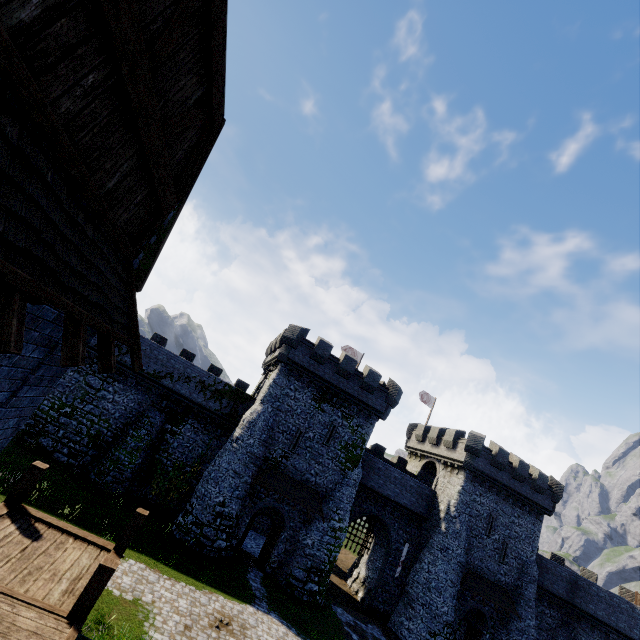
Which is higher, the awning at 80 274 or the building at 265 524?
the awning at 80 274

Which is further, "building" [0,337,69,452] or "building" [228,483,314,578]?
"building" [228,483,314,578]

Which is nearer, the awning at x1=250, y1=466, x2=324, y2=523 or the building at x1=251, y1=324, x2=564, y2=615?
the awning at x1=250, y1=466, x2=324, y2=523

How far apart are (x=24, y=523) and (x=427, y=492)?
31.2 meters

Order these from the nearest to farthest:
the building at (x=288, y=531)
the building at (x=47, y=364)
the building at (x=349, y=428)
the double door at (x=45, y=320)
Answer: the double door at (x=45, y=320) → the building at (x=47, y=364) → the building at (x=288, y=531) → the building at (x=349, y=428)

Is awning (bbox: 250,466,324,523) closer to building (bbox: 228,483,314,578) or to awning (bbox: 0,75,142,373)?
building (bbox: 228,483,314,578)

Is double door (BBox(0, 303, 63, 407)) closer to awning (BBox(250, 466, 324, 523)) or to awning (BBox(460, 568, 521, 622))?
awning (BBox(250, 466, 324, 523))

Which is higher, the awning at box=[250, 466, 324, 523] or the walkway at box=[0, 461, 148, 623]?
the awning at box=[250, 466, 324, 523]
